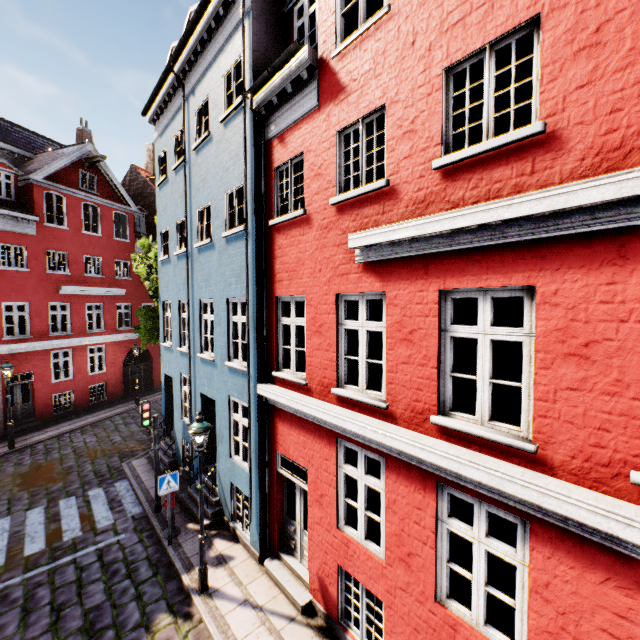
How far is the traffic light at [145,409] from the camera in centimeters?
937cm

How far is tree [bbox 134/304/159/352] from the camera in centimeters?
1499cm

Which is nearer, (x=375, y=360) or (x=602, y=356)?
(x=602, y=356)

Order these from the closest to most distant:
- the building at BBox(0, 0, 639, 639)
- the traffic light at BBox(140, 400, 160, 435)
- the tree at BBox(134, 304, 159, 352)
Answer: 1. the building at BBox(0, 0, 639, 639)
2. the traffic light at BBox(140, 400, 160, 435)
3. the tree at BBox(134, 304, 159, 352)

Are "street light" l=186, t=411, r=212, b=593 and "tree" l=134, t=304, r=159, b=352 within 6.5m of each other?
no

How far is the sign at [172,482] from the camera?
8.2m

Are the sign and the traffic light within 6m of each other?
yes

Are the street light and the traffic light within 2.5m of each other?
no
